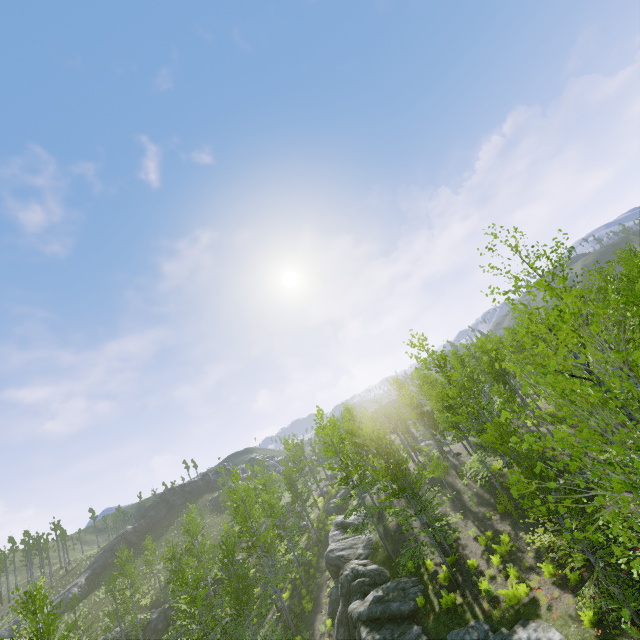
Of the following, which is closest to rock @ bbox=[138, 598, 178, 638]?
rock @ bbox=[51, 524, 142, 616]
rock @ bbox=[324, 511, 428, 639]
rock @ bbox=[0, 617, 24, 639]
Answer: rock @ bbox=[0, 617, 24, 639]

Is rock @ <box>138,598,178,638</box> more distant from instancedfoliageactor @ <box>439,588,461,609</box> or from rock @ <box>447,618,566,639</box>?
instancedfoliageactor @ <box>439,588,461,609</box>

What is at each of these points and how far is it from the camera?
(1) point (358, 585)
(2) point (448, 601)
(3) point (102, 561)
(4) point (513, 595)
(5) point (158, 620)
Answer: (1) rock, 20.6 meters
(2) instancedfoliageactor, 15.4 meters
(3) rock, 53.4 meters
(4) instancedfoliageactor, 13.3 meters
(5) rock, 34.7 meters

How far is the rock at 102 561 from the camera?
45.0 meters

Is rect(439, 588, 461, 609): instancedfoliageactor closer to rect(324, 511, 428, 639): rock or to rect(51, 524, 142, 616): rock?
rect(324, 511, 428, 639): rock

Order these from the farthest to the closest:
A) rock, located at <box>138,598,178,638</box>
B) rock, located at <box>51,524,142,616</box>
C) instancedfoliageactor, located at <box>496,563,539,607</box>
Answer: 1. rock, located at <box>51,524,142,616</box>
2. rock, located at <box>138,598,178,638</box>
3. instancedfoliageactor, located at <box>496,563,539,607</box>

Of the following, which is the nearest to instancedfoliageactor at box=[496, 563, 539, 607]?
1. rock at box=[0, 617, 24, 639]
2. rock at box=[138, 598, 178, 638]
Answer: rock at box=[0, 617, 24, 639]

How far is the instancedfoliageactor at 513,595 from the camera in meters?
13.3
